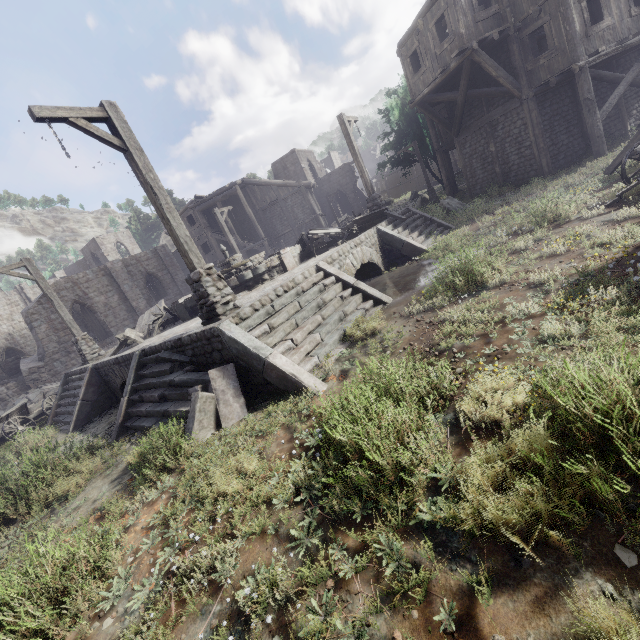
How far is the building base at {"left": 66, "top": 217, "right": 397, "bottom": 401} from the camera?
6.6m

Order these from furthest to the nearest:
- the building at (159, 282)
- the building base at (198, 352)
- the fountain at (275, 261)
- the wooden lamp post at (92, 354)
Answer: the building at (159, 282)
the wooden lamp post at (92, 354)
the fountain at (275, 261)
the building base at (198, 352)

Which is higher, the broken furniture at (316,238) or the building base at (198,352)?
the broken furniture at (316,238)

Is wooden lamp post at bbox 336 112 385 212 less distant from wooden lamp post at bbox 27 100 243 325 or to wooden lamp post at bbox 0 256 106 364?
wooden lamp post at bbox 27 100 243 325

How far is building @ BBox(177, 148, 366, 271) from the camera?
29.7m

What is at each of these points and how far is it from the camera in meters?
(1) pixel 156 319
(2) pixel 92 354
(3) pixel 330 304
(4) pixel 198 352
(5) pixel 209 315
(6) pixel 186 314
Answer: (1) broken furniture, 12.3 m
(2) wooden lamp post, 13.6 m
(3) stairs, 7.8 m
(4) building base, 6.9 m
(5) wooden lamp post, 7.2 m
(6) fountain, 11.9 m

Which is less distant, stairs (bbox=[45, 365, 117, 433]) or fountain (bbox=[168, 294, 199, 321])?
stairs (bbox=[45, 365, 117, 433])

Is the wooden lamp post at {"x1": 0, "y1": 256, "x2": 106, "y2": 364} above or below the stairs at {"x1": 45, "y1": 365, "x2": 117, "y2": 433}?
above
